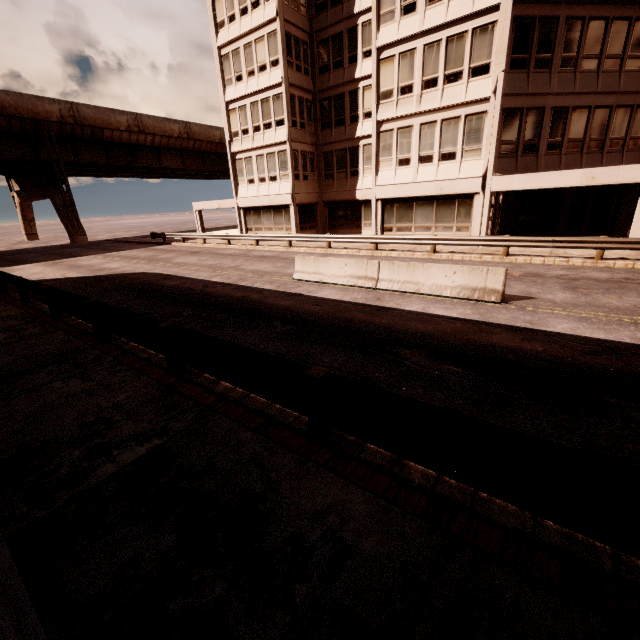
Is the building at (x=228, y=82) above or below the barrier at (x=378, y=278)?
above

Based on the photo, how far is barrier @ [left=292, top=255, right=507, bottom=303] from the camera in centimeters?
955cm

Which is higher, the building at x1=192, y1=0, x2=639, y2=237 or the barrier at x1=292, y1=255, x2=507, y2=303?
the building at x1=192, y1=0, x2=639, y2=237

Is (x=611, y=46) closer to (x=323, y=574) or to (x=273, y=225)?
(x=273, y=225)

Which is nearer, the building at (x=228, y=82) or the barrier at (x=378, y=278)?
the barrier at (x=378, y=278)

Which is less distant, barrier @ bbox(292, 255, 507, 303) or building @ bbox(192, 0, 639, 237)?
barrier @ bbox(292, 255, 507, 303)
